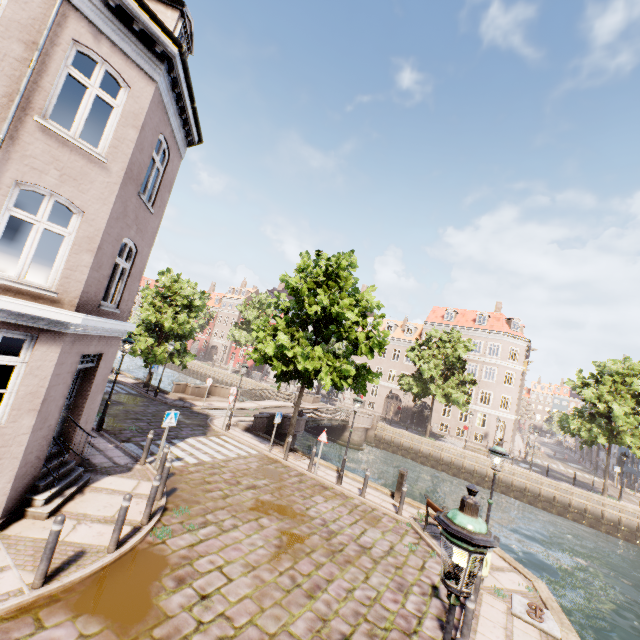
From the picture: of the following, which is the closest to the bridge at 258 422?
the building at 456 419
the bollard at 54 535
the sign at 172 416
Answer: the sign at 172 416

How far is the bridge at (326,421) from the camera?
21.8 meters

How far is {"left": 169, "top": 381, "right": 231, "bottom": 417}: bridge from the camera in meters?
21.8

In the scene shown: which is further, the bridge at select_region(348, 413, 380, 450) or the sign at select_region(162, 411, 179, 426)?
the bridge at select_region(348, 413, 380, 450)

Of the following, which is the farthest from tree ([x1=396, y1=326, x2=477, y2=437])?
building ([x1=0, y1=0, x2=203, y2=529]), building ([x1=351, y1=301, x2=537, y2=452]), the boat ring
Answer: the boat ring

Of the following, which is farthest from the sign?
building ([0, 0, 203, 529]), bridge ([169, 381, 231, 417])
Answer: bridge ([169, 381, 231, 417])

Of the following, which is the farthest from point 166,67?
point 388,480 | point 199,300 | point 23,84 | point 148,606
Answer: point 388,480

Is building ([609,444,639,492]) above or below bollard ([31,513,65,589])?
above
